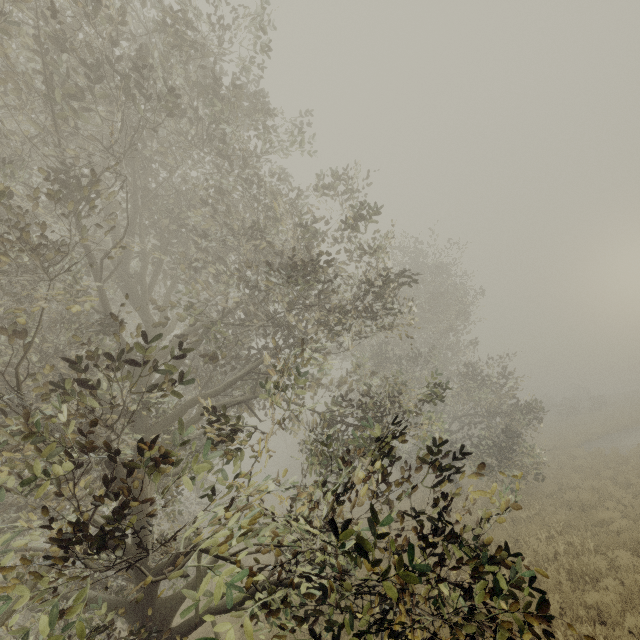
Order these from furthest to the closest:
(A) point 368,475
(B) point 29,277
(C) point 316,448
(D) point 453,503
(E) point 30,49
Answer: (D) point 453,503
(A) point 368,475
(C) point 316,448
(E) point 30,49
(B) point 29,277
